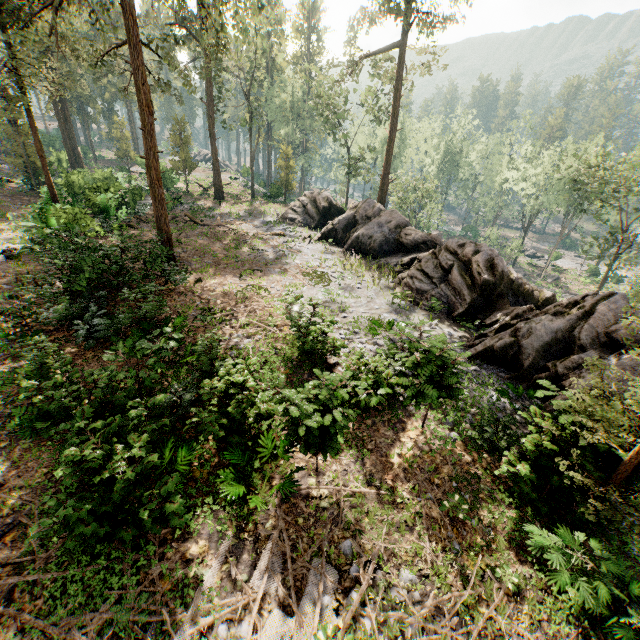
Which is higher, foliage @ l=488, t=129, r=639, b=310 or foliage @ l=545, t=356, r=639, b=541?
foliage @ l=488, t=129, r=639, b=310

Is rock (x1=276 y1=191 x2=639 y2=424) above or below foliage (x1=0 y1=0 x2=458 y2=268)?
below

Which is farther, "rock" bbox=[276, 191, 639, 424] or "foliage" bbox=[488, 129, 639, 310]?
"foliage" bbox=[488, 129, 639, 310]

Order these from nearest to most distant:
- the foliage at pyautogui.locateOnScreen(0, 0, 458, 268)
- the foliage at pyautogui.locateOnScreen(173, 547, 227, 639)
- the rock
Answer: the foliage at pyautogui.locateOnScreen(173, 547, 227, 639) → the rock → the foliage at pyautogui.locateOnScreen(0, 0, 458, 268)

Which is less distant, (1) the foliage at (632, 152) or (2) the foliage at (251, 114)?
(2) the foliage at (251, 114)

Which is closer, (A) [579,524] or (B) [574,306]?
(A) [579,524]

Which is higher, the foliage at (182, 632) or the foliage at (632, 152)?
the foliage at (632, 152)
